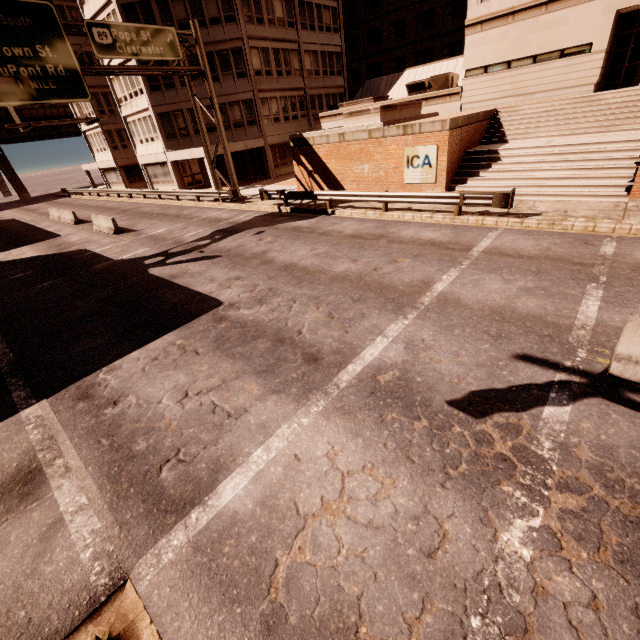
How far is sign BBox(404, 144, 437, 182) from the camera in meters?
15.8

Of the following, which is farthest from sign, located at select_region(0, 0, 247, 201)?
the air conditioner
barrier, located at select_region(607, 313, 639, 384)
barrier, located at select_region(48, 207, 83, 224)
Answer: barrier, located at select_region(607, 313, 639, 384)

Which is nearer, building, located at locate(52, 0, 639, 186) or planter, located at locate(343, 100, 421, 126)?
planter, located at locate(343, 100, 421, 126)

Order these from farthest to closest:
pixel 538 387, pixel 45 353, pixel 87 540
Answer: pixel 45 353 → pixel 538 387 → pixel 87 540

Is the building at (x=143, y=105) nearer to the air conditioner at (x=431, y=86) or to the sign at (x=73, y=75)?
the sign at (x=73, y=75)

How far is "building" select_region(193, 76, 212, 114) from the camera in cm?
2886

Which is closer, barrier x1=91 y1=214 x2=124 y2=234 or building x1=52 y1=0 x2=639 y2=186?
building x1=52 y1=0 x2=639 y2=186

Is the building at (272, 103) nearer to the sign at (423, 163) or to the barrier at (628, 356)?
the sign at (423, 163)
